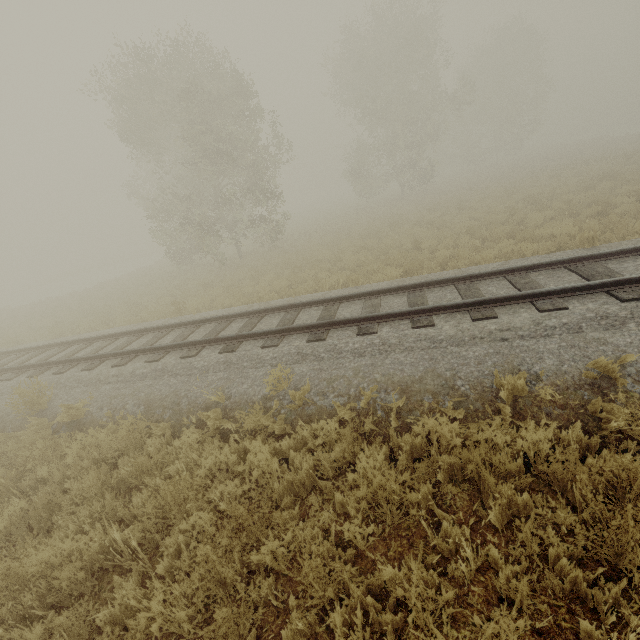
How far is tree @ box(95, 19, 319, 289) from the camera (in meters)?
16.12

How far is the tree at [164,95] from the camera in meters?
16.1 m

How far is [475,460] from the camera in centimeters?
341cm
